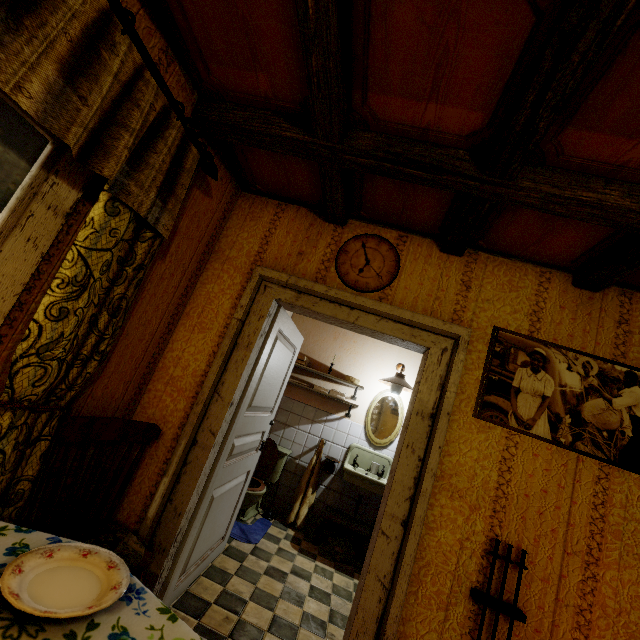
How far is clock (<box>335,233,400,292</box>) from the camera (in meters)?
2.22

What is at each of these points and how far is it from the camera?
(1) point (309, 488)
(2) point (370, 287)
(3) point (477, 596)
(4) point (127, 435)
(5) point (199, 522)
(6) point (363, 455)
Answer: (1) towel, 4.1 meters
(2) clock, 2.2 meters
(3) poker holder, 1.6 meters
(4) chair, 1.8 meters
(5) door, 2.1 meters
(6) sink, 4.3 meters

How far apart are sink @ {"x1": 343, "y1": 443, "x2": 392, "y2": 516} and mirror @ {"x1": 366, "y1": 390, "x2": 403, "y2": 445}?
0.15m

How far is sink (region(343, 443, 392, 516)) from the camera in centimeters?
381cm

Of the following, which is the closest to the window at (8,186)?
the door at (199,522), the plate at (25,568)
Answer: the plate at (25,568)

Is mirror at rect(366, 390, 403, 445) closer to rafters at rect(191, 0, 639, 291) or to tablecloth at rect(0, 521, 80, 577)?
rafters at rect(191, 0, 639, 291)

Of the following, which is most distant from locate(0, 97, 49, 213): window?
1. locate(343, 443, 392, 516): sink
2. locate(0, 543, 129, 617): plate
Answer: locate(343, 443, 392, 516): sink

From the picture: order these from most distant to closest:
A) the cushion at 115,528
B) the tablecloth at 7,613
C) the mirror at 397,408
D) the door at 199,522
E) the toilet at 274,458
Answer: the mirror at 397,408 < the toilet at 274,458 < the door at 199,522 < the cushion at 115,528 < the tablecloth at 7,613
